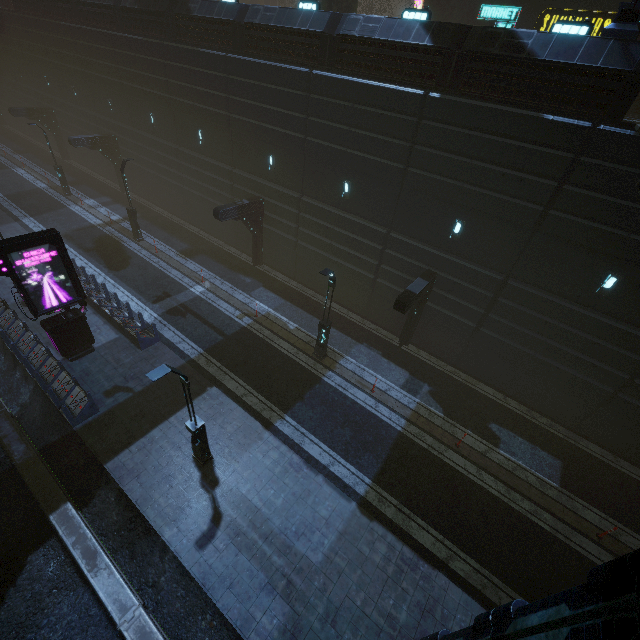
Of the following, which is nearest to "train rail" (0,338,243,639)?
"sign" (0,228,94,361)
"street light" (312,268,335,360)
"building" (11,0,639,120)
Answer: "building" (11,0,639,120)

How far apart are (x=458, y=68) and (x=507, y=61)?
1.66m

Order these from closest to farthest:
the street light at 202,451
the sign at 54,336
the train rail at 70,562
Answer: the street light at 202,451
the train rail at 70,562
the sign at 54,336

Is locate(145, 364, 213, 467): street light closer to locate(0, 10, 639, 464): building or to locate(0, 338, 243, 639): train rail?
locate(0, 338, 243, 639): train rail

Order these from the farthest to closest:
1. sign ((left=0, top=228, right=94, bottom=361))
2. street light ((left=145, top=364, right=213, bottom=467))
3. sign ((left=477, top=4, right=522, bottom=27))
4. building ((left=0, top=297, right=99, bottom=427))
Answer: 1. sign ((left=477, top=4, right=522, bottom=27))
2. building ((left=0, top=297, right=99, bottom=427))
3. sign ((left=0, top=228, right=94, bottom=361))
4. street light ((left=145, top=364, right=213, bottom=467))

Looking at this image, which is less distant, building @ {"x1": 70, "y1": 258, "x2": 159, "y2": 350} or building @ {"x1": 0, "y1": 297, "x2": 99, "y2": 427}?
building @ {"x1": 0, "y1": 297, "x2": 99, "y2": 427}

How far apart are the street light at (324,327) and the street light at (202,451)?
6.6m

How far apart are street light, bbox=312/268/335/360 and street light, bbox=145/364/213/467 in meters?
6.6
